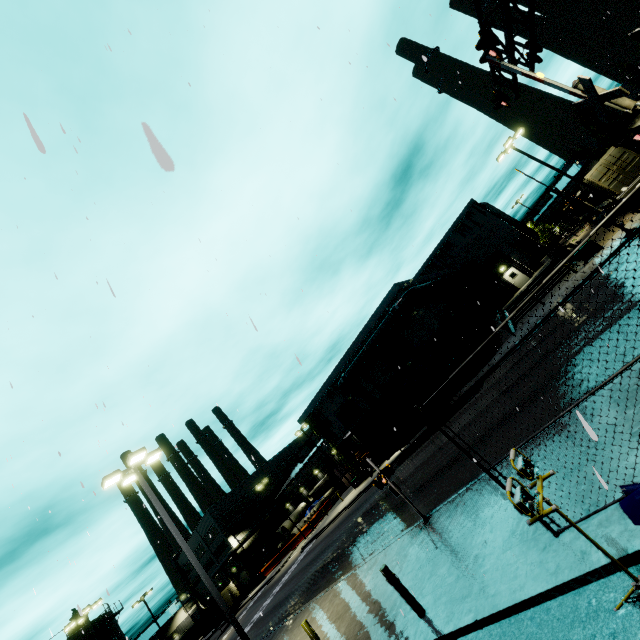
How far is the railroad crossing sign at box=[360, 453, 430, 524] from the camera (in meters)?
11.39

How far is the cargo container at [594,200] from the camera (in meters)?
26.75

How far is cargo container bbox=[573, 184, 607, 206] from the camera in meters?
26.8 m

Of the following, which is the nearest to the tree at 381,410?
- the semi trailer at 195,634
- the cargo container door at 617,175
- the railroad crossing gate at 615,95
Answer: the railroad crossing gate at 615,95

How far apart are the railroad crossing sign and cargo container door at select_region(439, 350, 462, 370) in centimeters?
1278cm

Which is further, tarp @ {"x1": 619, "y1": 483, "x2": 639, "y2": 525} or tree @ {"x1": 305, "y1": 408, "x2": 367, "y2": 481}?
tree @ {"x1": 305, "y1": 408, "x2": 367, "y2": 481}

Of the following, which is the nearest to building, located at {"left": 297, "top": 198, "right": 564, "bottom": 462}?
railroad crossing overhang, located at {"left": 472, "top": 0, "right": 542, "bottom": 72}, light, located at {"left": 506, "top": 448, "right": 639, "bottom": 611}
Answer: light, located at {"left": 506, "top": 448, "right": 639, "bottom": 611}

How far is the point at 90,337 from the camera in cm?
877
